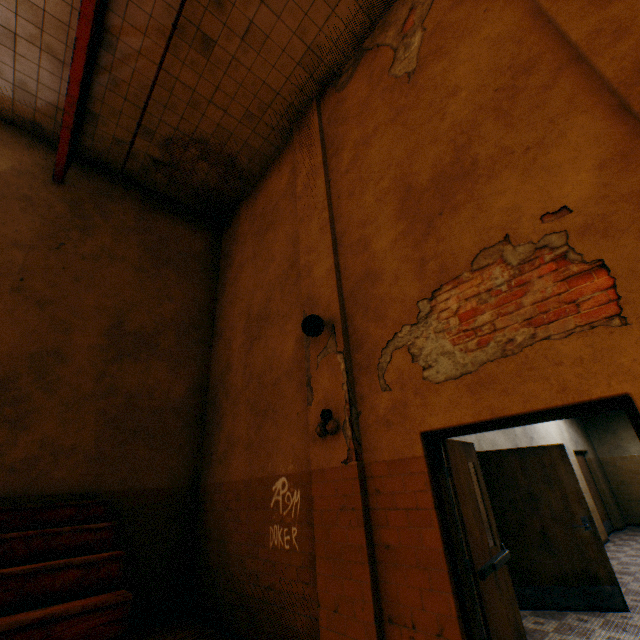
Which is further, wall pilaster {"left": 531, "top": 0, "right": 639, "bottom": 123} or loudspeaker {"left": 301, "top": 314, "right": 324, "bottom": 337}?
loudspeaker {"left": 301, "top": 314, "right": 324, "bottom": 337}

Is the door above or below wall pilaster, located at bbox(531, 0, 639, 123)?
below

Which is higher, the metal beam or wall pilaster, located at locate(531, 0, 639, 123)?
the metal beam

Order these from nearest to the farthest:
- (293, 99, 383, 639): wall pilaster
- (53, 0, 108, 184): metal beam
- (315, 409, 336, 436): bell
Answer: (293, 99, 383, 639): wall pilaster, (315, 409, 336, 436): bell, (53, 0, 108, 184): metal beam

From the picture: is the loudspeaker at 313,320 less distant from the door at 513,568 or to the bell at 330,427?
the bell at 330,427

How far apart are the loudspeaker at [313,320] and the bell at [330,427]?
0.9m

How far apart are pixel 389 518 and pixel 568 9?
5.10m

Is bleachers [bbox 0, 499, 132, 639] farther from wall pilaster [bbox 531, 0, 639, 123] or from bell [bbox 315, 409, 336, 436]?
wall pilaster [bbox 531, 0, 639, 123]
